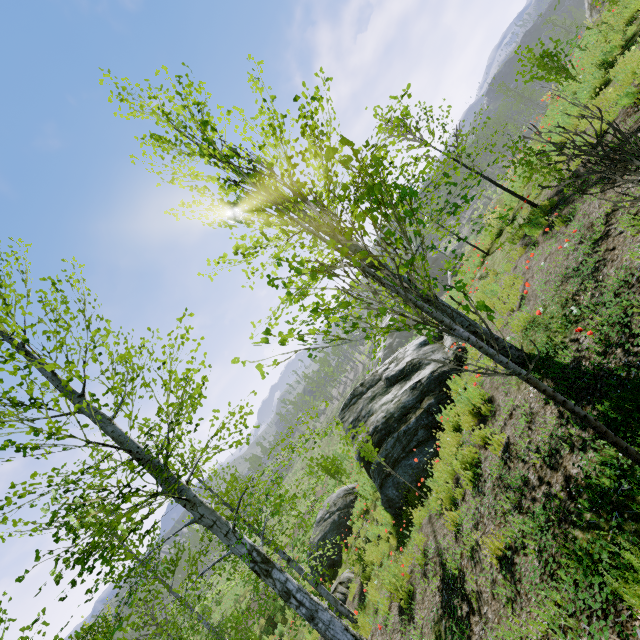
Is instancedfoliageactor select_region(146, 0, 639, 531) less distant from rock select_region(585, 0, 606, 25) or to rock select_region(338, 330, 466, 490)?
rock select_region(338, 330, 466, 490)

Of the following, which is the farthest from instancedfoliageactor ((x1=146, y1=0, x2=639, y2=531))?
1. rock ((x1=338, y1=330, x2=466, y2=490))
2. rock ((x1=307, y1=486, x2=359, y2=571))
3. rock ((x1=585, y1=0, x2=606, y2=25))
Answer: rock ((x1=585, y1=0, x2=606, y2=25))

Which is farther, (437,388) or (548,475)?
(437,388)

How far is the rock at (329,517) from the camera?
13.0m

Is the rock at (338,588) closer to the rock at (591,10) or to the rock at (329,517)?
the rock at (329,517)

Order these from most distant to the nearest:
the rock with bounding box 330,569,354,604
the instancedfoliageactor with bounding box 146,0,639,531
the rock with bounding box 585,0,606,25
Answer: the rock with bounding box 585,0,606,25 < the rock with bounding box 330,569,354,604 < the instancedfoliageactor with bounding box 146,0,639,531

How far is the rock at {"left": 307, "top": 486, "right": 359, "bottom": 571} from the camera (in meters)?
13.01
